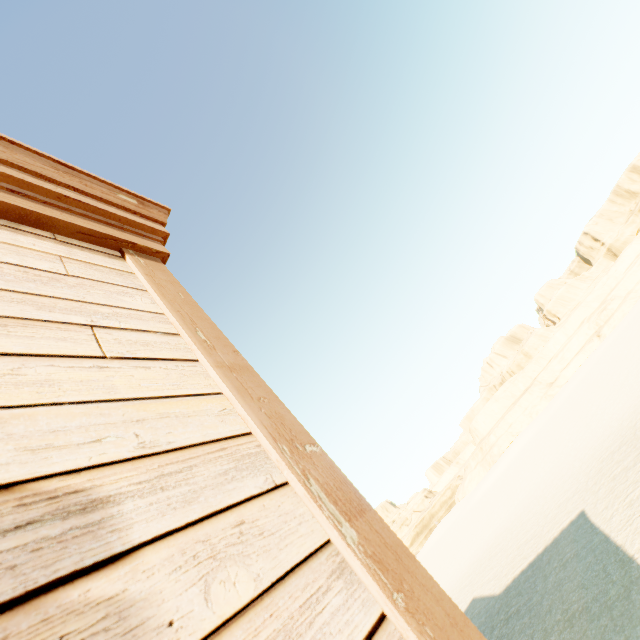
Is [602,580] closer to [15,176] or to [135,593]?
[135,593]
